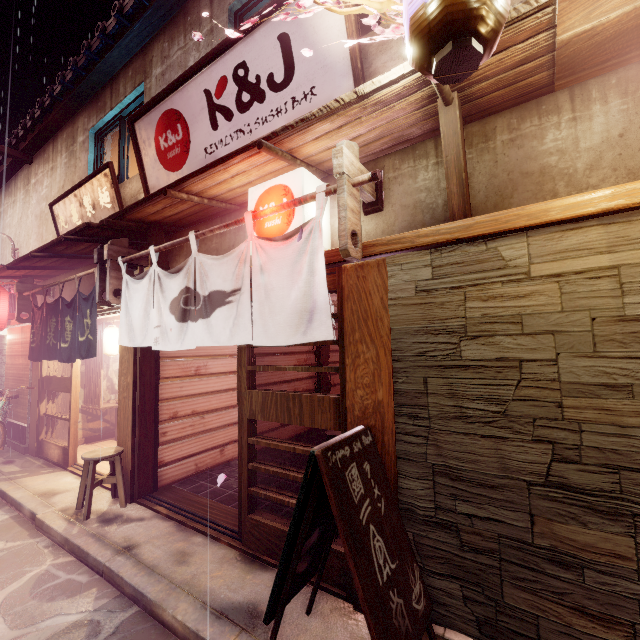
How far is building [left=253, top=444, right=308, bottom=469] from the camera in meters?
10.6 m

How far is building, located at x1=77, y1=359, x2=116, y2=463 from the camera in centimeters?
1330cm

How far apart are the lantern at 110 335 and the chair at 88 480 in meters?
5.1 m

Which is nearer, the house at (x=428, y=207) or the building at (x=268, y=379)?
the house at (x=428, y=207)

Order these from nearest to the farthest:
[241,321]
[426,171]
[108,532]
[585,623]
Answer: [585,623], [426,171], [241,321], [108,532]

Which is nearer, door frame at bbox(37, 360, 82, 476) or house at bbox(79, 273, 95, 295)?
door frame at bbox(37, 360, 82, 476)

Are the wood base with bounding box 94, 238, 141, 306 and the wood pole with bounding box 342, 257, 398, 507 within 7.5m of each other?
yes

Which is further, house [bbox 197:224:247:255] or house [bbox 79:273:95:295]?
house [bbox 79:273:95:295]
